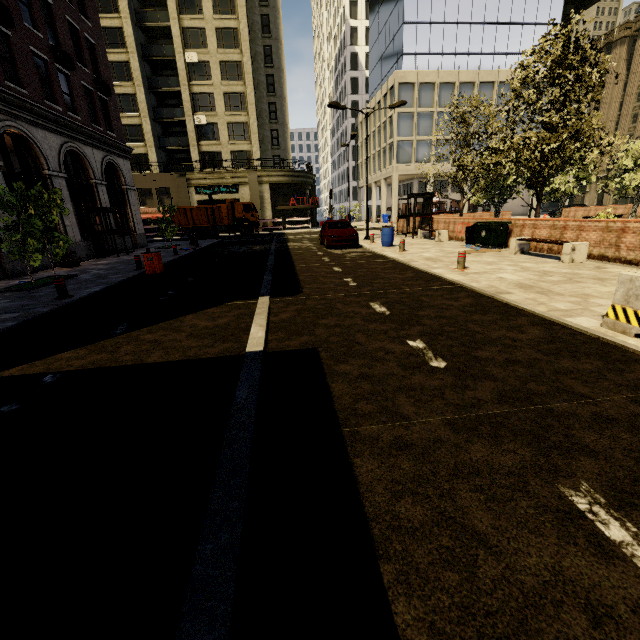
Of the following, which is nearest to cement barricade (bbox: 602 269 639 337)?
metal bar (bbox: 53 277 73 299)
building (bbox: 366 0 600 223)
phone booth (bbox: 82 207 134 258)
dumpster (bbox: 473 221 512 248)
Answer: dumpster (bbox: 473 221 512 248)

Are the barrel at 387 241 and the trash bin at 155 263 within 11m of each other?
yes

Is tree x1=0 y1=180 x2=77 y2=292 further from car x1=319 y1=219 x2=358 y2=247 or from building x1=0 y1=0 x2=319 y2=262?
car x1=319 y1=219 x2=358 y2=247

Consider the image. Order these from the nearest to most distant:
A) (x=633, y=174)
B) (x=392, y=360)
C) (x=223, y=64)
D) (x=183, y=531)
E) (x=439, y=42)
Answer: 1. (x=183, y=531)
2. (x=392, y=360)
3. (x=633, y=174)
4. (x=223, y=64)
5. (x=439, y=42)

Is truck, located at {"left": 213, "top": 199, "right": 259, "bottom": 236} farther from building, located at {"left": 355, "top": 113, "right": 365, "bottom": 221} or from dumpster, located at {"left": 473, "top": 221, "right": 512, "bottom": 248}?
dumpster, located at {"left": 473, "top": 221, "right": 512, "bottom": 248}

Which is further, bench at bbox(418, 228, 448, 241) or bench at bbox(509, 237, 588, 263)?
bench at bbox(418, 228, 448, 241)

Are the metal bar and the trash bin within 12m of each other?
yes

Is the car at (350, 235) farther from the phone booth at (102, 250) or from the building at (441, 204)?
the building at (441, 204)
